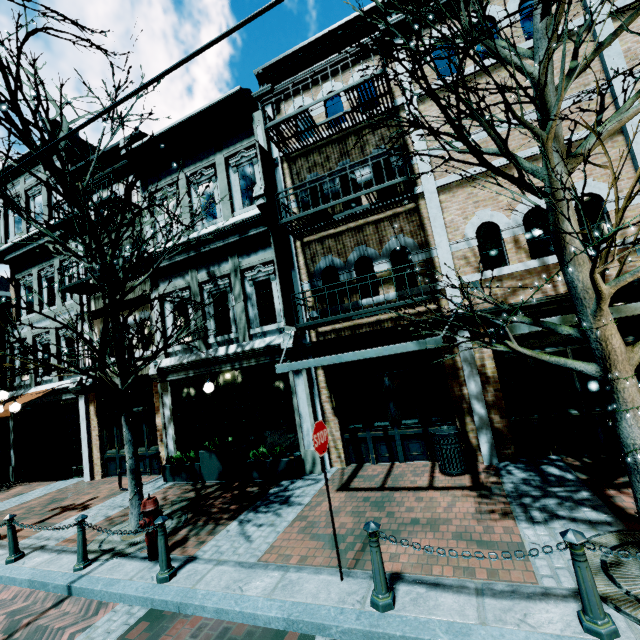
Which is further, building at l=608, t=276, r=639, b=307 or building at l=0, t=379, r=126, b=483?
building at l=0, t=379, r=126, b=483

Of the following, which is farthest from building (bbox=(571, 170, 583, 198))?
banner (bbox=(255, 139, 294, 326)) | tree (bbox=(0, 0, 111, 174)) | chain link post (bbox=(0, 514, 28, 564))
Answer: chain link post (bbox=(0, 514, 28, 564))

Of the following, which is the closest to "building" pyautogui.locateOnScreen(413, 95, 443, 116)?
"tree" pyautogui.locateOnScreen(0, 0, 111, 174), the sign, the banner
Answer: the banner

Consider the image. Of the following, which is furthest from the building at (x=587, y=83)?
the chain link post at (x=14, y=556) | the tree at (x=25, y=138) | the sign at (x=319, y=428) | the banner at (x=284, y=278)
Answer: the chain link post at (x=14, y=556)

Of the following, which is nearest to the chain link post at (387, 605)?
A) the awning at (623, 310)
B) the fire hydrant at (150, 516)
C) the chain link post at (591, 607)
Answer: the chain link post at (591, 607)

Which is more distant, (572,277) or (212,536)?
(212,536)

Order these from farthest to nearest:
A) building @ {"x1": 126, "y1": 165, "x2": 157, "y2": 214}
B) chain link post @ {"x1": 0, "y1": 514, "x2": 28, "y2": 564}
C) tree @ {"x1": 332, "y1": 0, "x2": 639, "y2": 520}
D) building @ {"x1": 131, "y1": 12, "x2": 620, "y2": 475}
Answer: building @ {"x1": 126, "y1": 165, "x2": 157, "y2": 214}
building @ {"x1": 131, "y1": 12, "x2": 620, "y2": 475}
chain link post @ {"x1": 0, "y1": 514, "x2": 28, "y2": 564}
tree @ {"x1": 332, "y1": 0, "x2": 639, "y2": 520}
